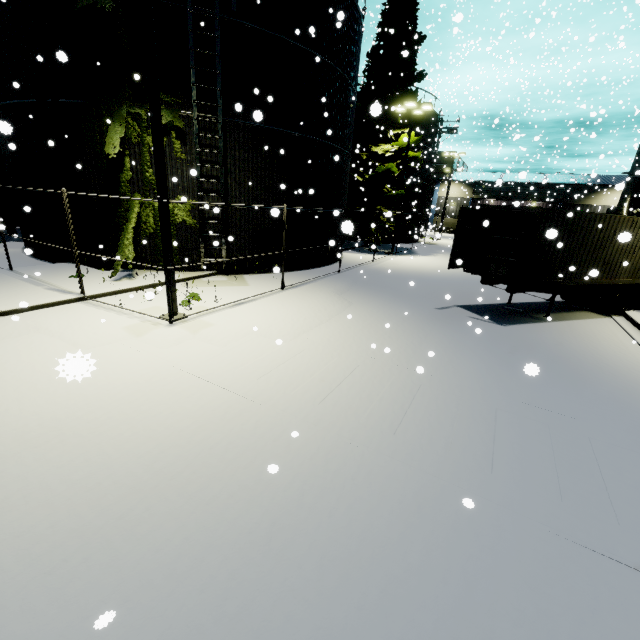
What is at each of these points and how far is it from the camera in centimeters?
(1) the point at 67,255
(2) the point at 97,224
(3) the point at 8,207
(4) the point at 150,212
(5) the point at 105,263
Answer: (1) silo, 1360cm
(2) silo, 1278cm
(3) tree, 1888cm
(4) tree, 1261cm
(5) silo, 1330cm

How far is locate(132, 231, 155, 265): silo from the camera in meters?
12.9 m

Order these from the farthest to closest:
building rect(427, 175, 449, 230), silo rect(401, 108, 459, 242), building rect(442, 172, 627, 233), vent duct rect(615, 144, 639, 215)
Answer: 1. building rect(442, 172, 627, 233)
2. building rect(427, 175, 449, 230)
3. silo rect(401, 108, 459, 242)
4. vent duct rect(615, 144, 639, 215)

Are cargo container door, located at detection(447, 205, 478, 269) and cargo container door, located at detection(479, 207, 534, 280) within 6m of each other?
yes

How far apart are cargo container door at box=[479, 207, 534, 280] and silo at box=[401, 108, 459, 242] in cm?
2174

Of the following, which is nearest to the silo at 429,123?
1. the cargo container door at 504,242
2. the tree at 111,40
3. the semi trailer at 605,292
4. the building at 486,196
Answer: the tree at 111,40

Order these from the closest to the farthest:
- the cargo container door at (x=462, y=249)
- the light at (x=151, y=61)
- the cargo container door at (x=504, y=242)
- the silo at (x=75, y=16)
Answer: the light at (x=151, y=61) < the cargo container door at (x=504, y=242) < the silo at (x=75, y=16) < the cargo container door at (x=462, y=249)
